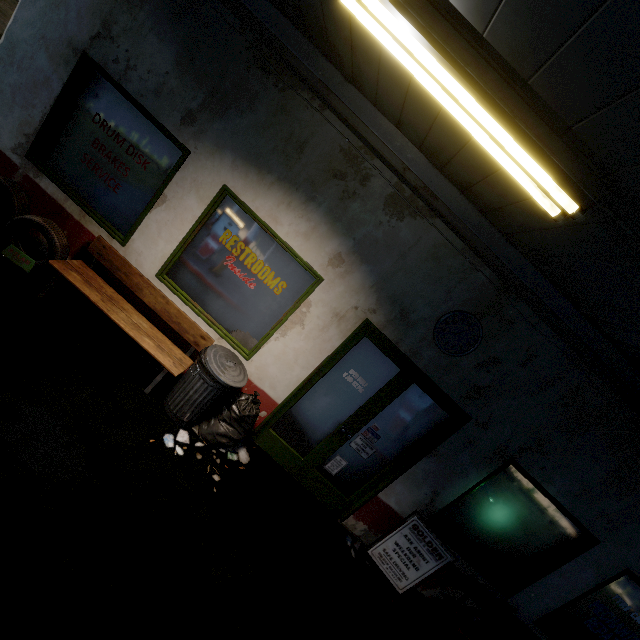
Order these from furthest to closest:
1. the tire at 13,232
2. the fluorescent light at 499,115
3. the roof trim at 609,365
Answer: the tire at 13,232 < the roof trim at 609,365 < the fluorescent light at 499,115

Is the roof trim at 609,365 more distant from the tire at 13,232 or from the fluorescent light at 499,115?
the tire at 13,232

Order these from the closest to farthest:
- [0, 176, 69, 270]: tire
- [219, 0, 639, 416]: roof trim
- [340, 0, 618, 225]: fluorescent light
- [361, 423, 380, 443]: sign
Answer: [340, 0, 618, 225]: fluorescent light, [219, 0, 639, 416]: roof trim, [0, 176, 69, 270]: tire, [361, 423, 380, 443]: sign

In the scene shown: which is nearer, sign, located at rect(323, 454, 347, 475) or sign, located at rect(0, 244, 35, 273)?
sign, located at rect(0, 244, 35, 273)

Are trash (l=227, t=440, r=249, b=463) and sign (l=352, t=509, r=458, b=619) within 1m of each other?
no

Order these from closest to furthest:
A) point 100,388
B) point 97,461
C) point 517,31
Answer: point 517,31, point 97,461, point 100,388

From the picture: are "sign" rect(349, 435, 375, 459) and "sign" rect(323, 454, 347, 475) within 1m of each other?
yes

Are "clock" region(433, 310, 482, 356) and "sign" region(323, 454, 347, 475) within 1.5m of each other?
no
